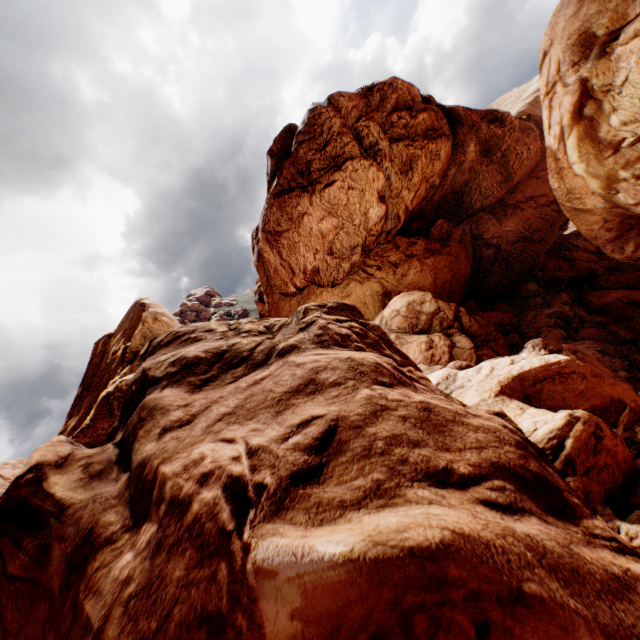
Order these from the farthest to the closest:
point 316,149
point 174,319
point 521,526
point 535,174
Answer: point 535,174 < point 174,319 < point 316,149 < point 521,526
